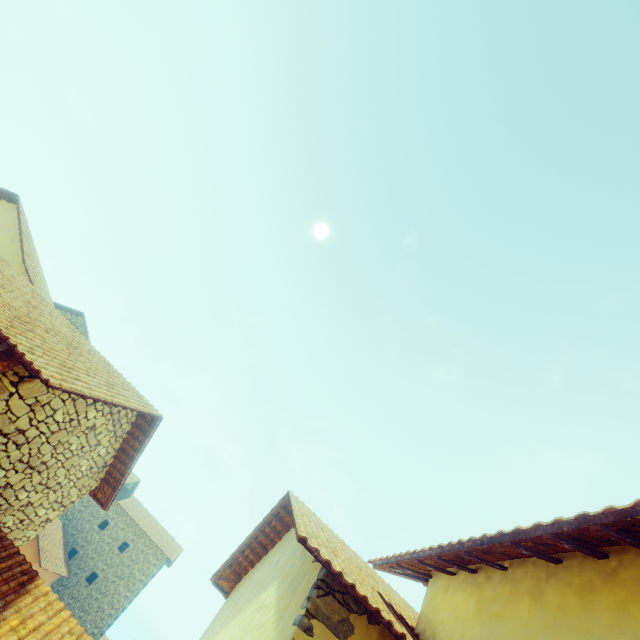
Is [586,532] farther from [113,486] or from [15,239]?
[15,239]
